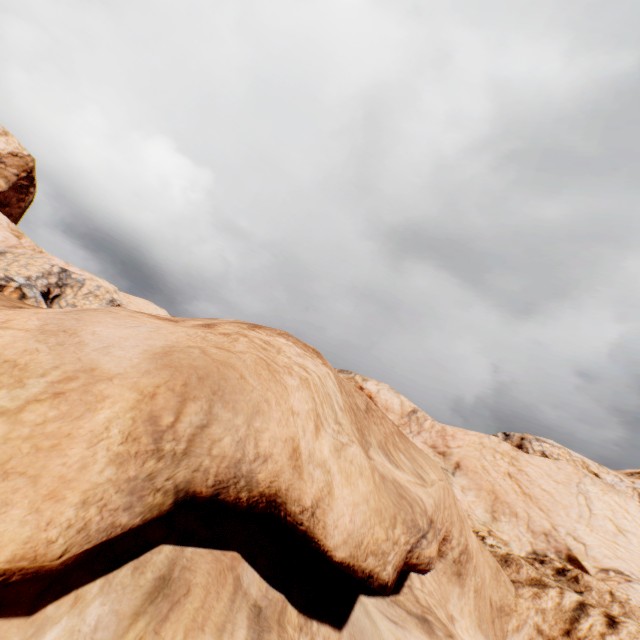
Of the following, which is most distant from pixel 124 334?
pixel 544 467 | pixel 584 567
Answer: pixel 544 467
